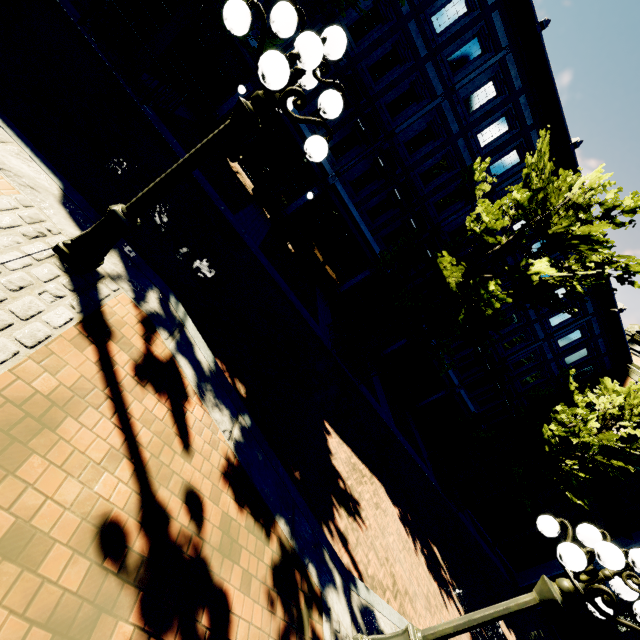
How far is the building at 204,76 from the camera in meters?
13.0 m

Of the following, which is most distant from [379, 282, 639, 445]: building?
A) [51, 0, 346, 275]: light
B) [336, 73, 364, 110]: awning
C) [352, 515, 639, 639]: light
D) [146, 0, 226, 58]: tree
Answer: [352, 515, 639, 639]: light

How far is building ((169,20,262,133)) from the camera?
13.0m

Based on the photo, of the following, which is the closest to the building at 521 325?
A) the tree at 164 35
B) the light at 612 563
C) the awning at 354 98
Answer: the awning at 354 98

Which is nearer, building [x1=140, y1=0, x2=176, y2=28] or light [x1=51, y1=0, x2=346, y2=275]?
light [x1=51, y1=0, x2=346, y2=275]

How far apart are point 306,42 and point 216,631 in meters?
5.1 m

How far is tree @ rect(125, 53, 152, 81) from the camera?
8.68m

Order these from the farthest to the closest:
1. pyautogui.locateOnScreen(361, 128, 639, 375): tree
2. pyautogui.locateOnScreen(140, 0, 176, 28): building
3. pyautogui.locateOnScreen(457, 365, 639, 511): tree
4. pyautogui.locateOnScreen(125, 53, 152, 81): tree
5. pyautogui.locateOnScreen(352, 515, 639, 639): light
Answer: pyautogui.locateOnScreen(457, 365, 639, 511): tree
pyautogui.locateOnScreen(140, 0, 176, 28): building
pyautogui.locateOnScreen(361, 128, 639, 375): tree
pyautogui.locateOnScreen(125, 53, 152, 81): tree
pyautogui.locateOnScreen(352, 515, 639, 639): light
